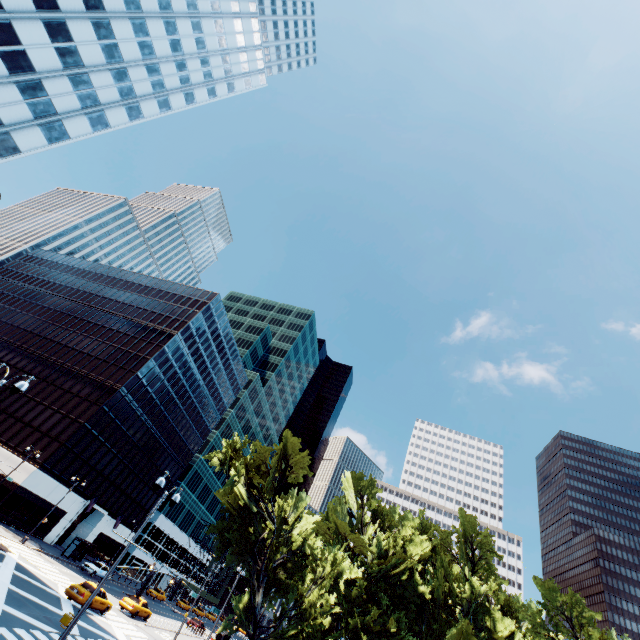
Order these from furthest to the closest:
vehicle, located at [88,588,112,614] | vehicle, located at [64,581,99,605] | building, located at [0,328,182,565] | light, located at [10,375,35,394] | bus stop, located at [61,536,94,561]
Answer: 1. building, located at [0,328,182,565]
2. bus stop, located at [61,536,94,561]
3. vehicle, located at [88,588,112,614]
4. vehicle, located at [64,581,99,605]
5. light, located at [10,375,35,394]

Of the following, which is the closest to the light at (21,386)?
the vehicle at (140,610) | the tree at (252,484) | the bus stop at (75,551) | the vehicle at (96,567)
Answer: the tree at (252,484)

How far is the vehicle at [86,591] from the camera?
24.86m

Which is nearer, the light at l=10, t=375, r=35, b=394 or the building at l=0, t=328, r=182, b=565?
the light at l=10, t=375, r=35, b=394

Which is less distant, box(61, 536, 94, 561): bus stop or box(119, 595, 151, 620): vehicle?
box(119, 595, 151, 620): vehicle

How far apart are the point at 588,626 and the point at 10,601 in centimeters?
4538cm

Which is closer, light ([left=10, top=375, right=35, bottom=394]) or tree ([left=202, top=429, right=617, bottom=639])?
light ([left=10, top=375, right=35, bottom=394])

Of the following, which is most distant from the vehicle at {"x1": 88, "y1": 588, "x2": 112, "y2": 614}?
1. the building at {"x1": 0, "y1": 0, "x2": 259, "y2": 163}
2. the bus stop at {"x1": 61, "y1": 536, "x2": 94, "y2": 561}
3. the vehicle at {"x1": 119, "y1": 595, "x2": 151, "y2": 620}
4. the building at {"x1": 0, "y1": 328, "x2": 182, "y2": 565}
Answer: the building at {"x1": 0, "y1": 0, "x2": 259, "y2": 163}
